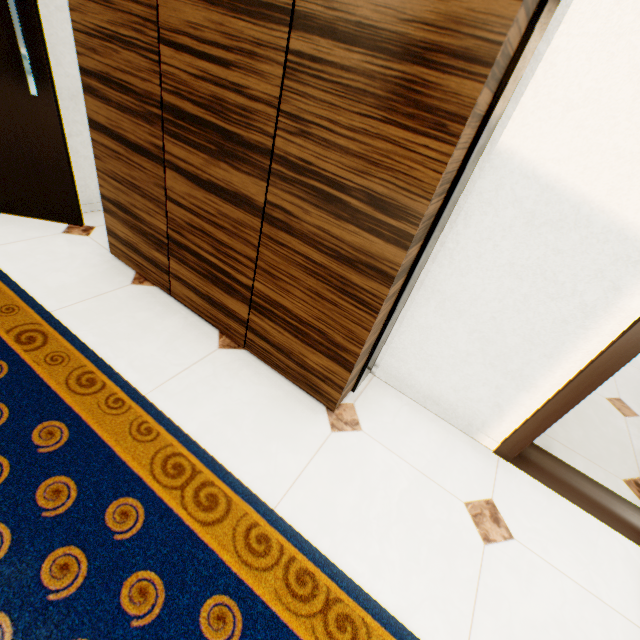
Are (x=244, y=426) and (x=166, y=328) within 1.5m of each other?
yes

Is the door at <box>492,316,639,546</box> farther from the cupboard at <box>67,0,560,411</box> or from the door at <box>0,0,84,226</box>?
the door at <box>0,0,84,226</box>

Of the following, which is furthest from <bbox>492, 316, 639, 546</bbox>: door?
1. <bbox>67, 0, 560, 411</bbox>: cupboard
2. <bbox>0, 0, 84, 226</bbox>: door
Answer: <bbox>0, 0, 84, 226</bbox>: door

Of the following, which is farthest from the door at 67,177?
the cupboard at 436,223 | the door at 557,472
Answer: the door at 557,472

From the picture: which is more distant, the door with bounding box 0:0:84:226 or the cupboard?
the door with bounding box 0:0:84:226
